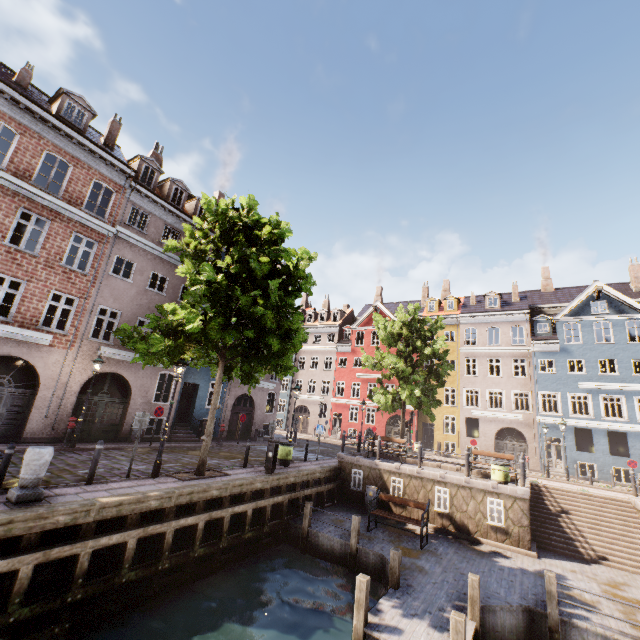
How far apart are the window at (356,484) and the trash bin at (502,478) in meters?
5.7

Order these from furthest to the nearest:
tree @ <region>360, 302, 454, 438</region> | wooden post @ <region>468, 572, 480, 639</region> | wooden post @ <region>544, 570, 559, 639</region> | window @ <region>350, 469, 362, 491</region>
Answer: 1. tree @ <region>360, 302, 454, 438</region>
2. window @ <region>350, 469, 362, 491</region>
3. wooden post @ <region>544, 570, 559, 639</region>
4. wooden post @ <region>468, 572, 480, 639</region>

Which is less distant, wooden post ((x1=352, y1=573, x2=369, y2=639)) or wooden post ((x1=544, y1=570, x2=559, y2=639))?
wooden post ((x1=352, y1=573, x2=369, y2=639))

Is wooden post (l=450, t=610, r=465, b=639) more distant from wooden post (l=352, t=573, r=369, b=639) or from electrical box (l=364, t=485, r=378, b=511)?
electrical box (l=364, t=485, r=378, b=511)

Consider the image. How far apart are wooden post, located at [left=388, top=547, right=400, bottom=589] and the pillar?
8.5m

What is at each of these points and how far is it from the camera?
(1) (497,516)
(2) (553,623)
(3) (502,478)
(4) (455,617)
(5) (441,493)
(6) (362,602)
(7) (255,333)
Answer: (1) window, 12.6m
(2) wooden post, 7.9m
(3) trash bin, 13.5m
(4) wooden post, 5.8m
(5) window, 13.7m
(6) wooden post, 6.7m
(7) tree, 11.8m

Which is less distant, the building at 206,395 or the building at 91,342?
the building at 91,342

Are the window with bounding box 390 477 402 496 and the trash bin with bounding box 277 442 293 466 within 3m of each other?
no
